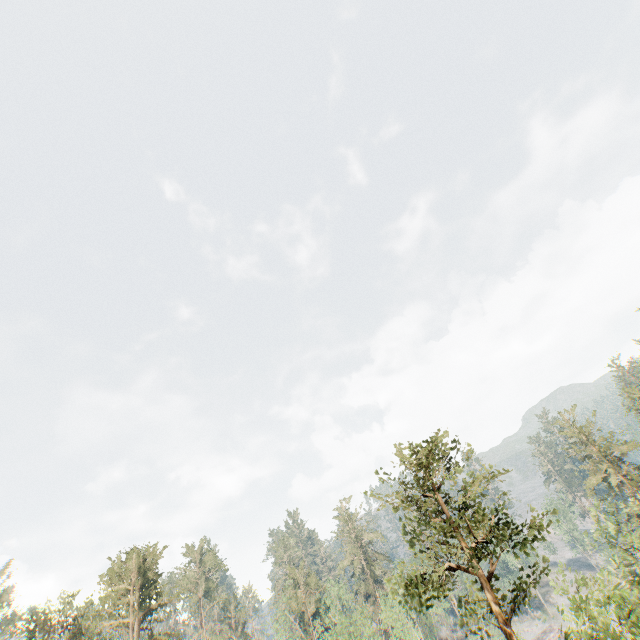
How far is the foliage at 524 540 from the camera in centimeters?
1625cm

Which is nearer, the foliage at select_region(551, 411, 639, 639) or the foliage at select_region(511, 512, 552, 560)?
the foliage at select_region(551, 411, 639, 639)

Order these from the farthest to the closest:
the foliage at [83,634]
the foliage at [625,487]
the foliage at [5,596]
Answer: the foliage at [5,596], the foliage at [83,634], the foliage at [625,487]

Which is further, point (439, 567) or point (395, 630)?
point (395, 630)

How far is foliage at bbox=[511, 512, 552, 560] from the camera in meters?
16.2

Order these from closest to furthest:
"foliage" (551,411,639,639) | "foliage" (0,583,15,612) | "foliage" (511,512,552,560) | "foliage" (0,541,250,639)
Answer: "foliage" (551,411,639,639) < "foliage" (511,512,552,560) < "foliage" (0,541,250,639) < "foliage" (0,583,15,612)
